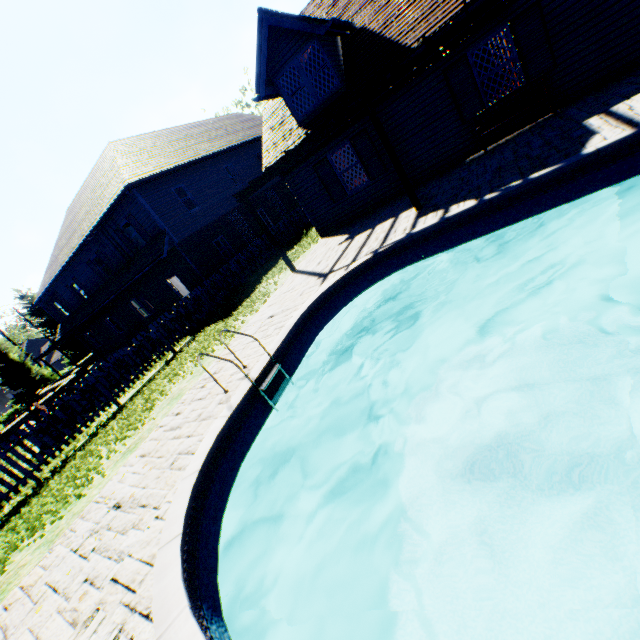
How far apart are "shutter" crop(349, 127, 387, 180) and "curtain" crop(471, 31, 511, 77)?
3.3m

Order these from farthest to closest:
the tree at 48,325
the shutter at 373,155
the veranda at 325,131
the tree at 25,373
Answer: the tree at 48,325, the tree at 25,373, the shutter at 373,155, the veranda at 325,131

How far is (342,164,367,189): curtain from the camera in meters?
12.0

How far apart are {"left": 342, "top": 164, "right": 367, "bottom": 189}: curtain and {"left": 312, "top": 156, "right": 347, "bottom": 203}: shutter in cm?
26

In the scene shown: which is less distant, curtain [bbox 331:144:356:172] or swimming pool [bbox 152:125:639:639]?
swimming pool [bbox 152:125:639:639]

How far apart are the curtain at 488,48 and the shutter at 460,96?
0.3m

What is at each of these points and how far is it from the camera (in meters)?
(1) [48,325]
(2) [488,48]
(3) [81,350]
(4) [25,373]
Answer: (1) tree, 33.00
(2) curtain, 8.85
(3) tree, 34.97
(4) tree, 30.50

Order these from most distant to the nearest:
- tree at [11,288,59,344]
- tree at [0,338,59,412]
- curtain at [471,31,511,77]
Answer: tree at [11,288,59,344] → tree at [0,338,59,412] → curtain at [471,31,511,77]
